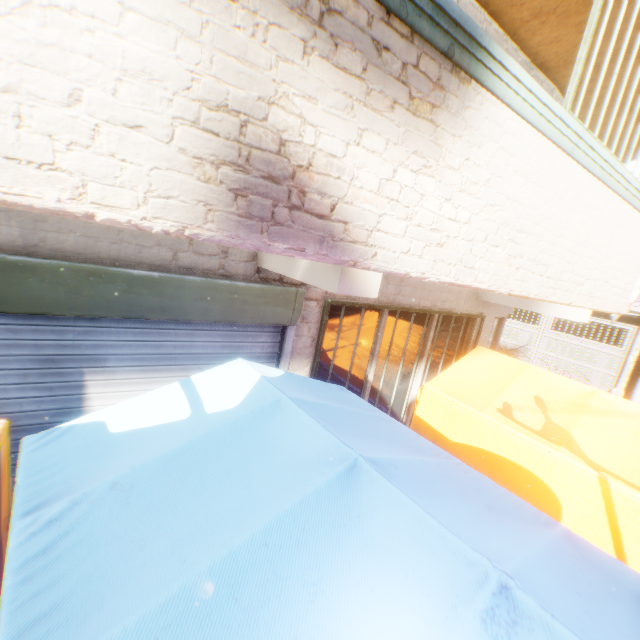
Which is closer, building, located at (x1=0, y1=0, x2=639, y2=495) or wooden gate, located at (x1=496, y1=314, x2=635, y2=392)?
building, located at (x1=0, y1=0, x2=639, y2=495)

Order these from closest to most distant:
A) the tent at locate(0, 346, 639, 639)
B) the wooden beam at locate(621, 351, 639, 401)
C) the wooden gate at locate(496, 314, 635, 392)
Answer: the tent at locate(0, 346, 639, 639) → the wooden beam at locate(621, 351, 639, 401) → the wooden gate at locate(496, 314, 635, 392)

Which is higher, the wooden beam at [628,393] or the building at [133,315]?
the building at [133,315]

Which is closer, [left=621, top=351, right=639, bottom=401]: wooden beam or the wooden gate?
[left=621, top=351, right=639, bottom=401]: wooden beam

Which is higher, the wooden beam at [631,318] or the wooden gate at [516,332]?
the wooden beam at [631,318]

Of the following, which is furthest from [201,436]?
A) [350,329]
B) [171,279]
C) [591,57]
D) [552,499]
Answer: [591,57]

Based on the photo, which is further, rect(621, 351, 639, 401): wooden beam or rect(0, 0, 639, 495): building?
rect(621, 351, 639, 401): wooden beam
